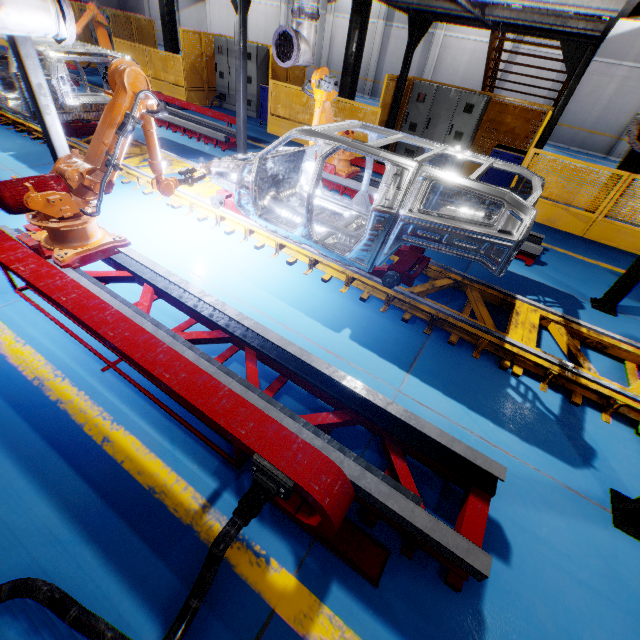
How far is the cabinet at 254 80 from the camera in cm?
1136

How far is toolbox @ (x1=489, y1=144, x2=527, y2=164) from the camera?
8.30m

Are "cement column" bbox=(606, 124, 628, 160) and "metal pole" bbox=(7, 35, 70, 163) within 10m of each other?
no

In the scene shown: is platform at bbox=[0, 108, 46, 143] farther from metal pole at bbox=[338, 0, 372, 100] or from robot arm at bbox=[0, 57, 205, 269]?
metal pole at bbox=[338, 0, 372, 100]

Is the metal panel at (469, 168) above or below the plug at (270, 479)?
below

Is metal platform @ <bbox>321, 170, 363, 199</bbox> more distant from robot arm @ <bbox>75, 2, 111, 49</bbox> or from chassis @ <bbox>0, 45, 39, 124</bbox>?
robot arm @ <bbox>75, 2, 111, 49</bbox>

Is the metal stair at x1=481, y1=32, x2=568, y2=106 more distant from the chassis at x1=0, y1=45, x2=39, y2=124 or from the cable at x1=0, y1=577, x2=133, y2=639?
the cable at x1=0, y1=577, x2=133, y2=639

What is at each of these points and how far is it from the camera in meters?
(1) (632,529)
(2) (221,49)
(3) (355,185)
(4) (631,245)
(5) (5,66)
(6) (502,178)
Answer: (1) metal pole, 2.7 m
(2) cabinet, 11.9 m
(3) metal platform, 7.2 m
(4) metal panel, 7.5 m
(5) chassis, 7.6 m
(6) toolbox, 8.7 m
